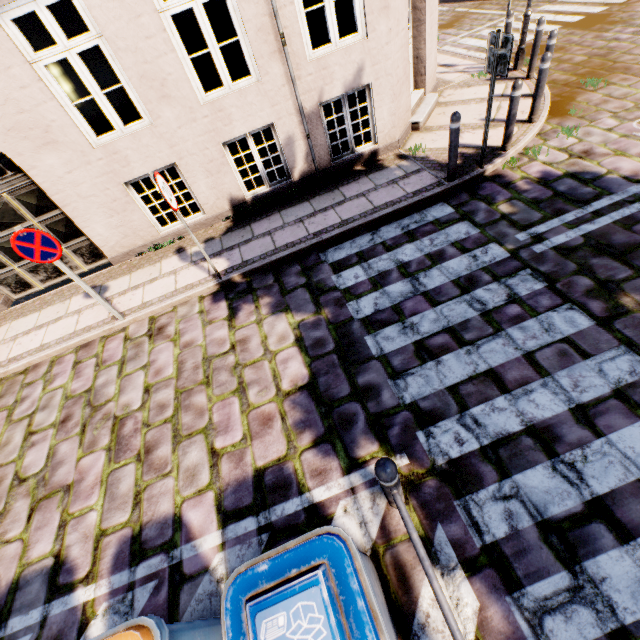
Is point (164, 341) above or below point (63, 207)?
below

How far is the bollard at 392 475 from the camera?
2.2m

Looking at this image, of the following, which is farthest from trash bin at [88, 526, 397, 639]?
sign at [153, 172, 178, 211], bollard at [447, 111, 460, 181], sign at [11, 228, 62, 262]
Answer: bollard at [447, 111, 460, 181]

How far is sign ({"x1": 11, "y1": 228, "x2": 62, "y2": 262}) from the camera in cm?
428

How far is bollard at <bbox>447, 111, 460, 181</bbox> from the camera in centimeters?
511cm

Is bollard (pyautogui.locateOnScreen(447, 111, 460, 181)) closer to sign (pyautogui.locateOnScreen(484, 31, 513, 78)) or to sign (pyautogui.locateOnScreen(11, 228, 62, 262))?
sign (pyautogui.locateOnScreen(484, 31, 513, 78))

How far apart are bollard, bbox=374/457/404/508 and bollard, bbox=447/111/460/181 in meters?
5.3

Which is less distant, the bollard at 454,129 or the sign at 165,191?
the sign at 165,191
